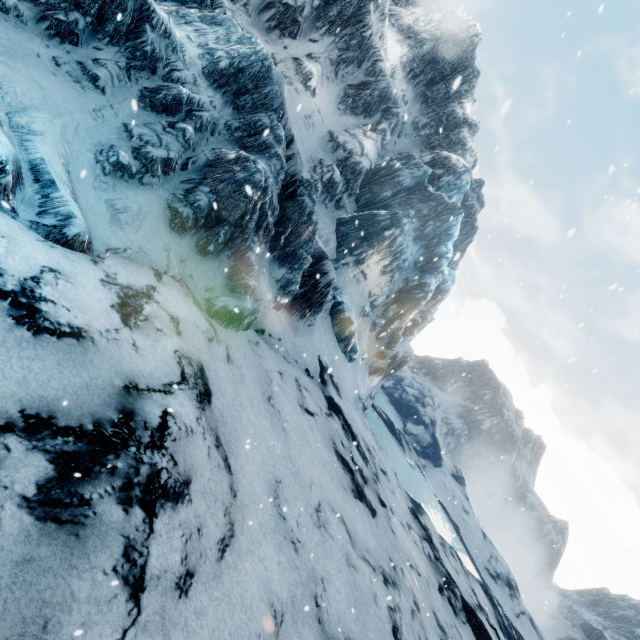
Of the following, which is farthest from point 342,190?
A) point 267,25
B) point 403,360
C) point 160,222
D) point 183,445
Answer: point 183,445
